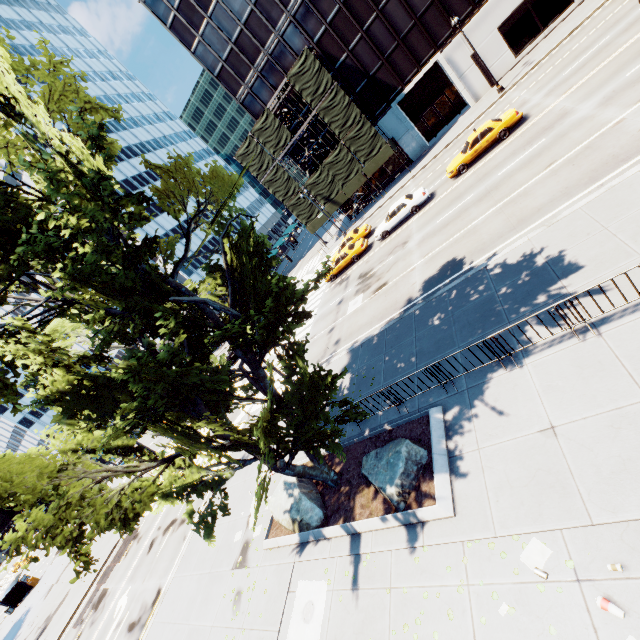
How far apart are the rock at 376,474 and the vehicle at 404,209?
19.2 meters

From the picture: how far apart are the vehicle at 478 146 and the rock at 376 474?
20.1m

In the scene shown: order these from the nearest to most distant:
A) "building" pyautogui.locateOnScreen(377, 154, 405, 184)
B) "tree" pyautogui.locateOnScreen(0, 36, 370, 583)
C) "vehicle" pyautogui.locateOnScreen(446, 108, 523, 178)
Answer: "tree" pyautogui.locateOnScreen(0, 36, 370, 583) < "vehicle" pyautogui.locateOnScreen(446, 108, 523, 178) < "building" pyautogui.locateOnScreen(377, 154, 405, 184)

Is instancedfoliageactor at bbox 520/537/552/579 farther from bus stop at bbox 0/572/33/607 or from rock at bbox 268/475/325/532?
bus stop at bbox 0/572/33/607

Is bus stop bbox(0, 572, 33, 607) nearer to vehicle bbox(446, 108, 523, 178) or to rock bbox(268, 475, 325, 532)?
rock bbox(268, 475, 325, 532)

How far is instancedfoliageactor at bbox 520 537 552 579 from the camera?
5.8 meters

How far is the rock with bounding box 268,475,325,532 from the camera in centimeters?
1048cm

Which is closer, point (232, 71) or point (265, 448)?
point (265, 448)
